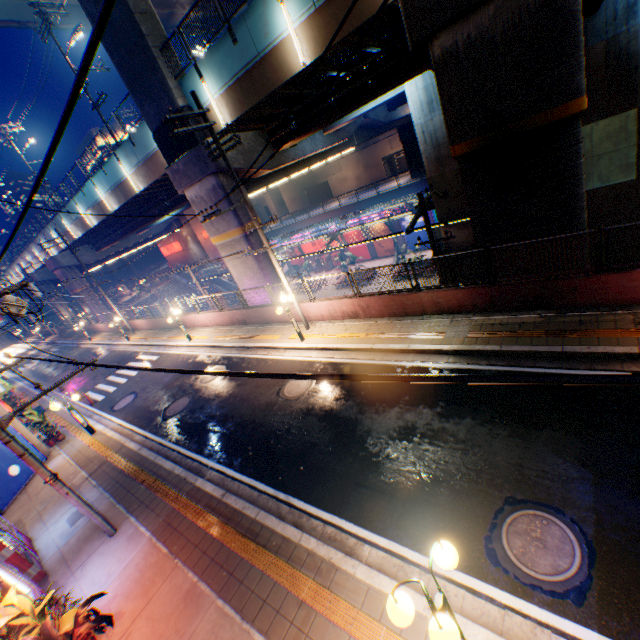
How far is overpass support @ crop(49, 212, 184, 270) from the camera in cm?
2869

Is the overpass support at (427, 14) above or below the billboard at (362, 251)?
above

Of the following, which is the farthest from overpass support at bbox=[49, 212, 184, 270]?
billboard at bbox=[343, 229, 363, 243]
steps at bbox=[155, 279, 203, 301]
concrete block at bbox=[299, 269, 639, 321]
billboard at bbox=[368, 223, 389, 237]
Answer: billboard at bbox=[343, 229, 363, 243]

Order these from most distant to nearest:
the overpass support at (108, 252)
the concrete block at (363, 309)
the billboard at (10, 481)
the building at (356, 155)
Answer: the building at (356, 155)
the overpass support at (108, 252)
the billboard at (10, 481)
the concrete block at (363, 309)

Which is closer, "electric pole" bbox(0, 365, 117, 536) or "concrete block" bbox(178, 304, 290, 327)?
"electric pole" bbox(0, 365, 117, 536)

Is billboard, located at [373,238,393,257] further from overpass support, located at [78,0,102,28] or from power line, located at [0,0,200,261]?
power line, located at [0,0,200,261]

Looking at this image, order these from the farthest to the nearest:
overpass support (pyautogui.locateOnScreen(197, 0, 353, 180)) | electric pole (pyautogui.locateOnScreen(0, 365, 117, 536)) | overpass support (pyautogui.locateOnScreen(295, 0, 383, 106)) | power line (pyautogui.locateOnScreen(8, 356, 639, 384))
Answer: overpass support (pyautogui.locateOnScreen(197, 0, 353, 180)) → overpass support (pyautogui.locateOnScreen(295, 0, 383, 106)) → electric pole (pyautogui.locateOnScreen(0, 365, 117, 536)) → power line (pyautogui.locateOnScreen(8, 356, 639, 384))

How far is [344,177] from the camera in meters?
57.4 m
